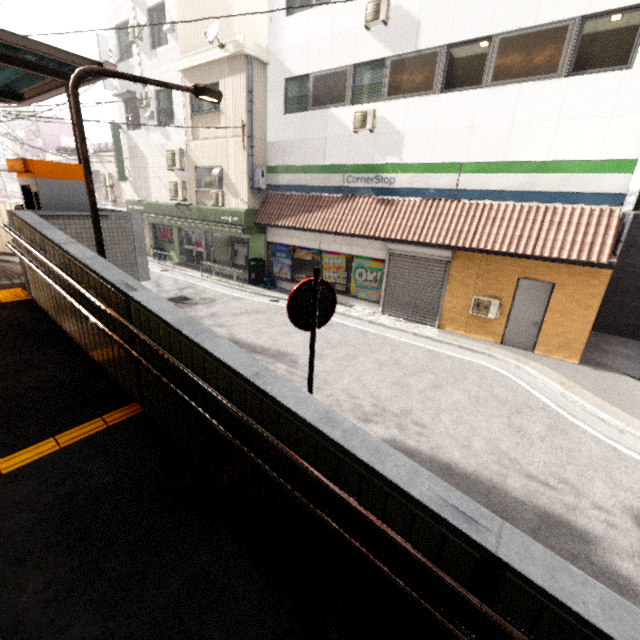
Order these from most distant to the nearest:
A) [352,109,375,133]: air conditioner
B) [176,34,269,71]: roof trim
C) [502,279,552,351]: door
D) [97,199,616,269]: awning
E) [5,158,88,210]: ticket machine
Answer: [176,34,269,71]: roof trim, [352,109,375,133]: air conditioner, [502,279,552,351]: door, [97,199,616,269]: awning, [5,158,88,210]: ticket machine

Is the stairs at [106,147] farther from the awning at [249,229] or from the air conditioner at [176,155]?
the air conditioner at [176,155]

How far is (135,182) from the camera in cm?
1780

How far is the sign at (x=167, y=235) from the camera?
18.9 meters

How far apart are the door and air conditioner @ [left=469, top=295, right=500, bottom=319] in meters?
0.3

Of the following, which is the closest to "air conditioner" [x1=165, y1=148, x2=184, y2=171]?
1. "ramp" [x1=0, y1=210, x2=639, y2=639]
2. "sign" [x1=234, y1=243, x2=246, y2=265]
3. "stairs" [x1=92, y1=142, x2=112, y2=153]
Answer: "sign" [x1=234, y1=243, x2=246, y2=265]

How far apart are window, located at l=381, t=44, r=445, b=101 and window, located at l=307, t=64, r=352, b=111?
1.1 meters

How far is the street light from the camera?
3.7 meters
